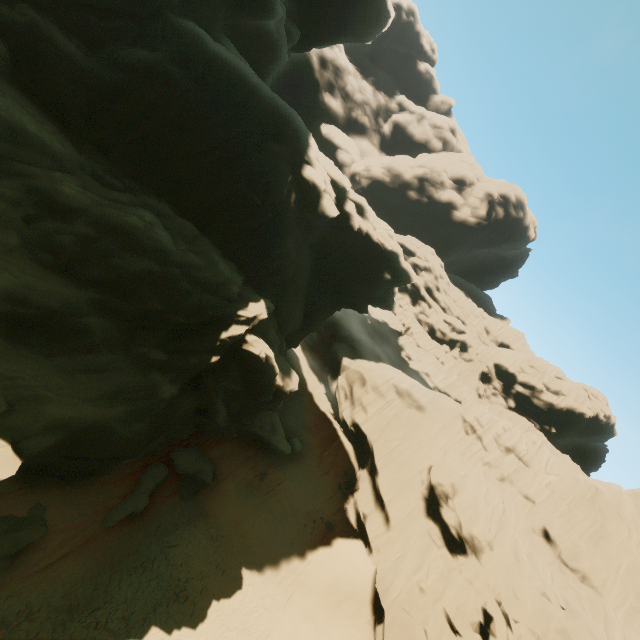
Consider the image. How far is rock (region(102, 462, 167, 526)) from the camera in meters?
16.1

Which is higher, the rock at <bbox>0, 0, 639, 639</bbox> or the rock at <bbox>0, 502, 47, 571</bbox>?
the rock at <bbox>0, 0, 639, 639</bbox>

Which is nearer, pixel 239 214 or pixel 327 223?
pixel 239 214

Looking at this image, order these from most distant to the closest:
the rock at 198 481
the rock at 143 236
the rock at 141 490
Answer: the rock at 198 481 → the rock at 141 490 → the rock at 143 236

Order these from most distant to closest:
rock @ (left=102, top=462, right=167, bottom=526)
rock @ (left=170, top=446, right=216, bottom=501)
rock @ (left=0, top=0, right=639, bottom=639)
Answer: rock @ (left=170, top=446, right=216, bottom=501) → rock @ (left=102, top=462, right=167, bottom=526) → rock @ (left=0, top=0, right=639, bottom=639)

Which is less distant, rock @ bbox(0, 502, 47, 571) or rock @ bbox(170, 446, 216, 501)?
rock @ bbox(0, 502, 47, 571)

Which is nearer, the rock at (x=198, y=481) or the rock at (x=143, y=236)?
the rock at (x=143, y=236)
